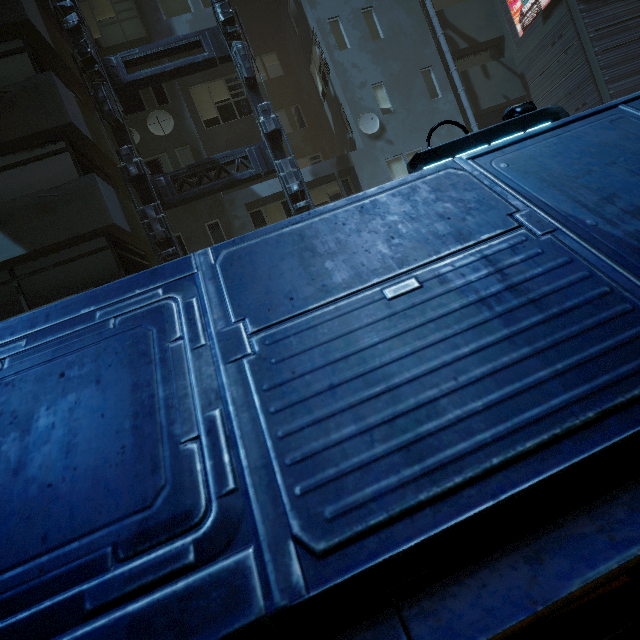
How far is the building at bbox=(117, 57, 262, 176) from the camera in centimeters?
1200cm

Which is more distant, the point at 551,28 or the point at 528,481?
the point at 551,28

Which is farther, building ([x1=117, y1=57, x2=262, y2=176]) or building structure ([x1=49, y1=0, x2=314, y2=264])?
building ([x1=117, y1=57, x2=262, y2=176])

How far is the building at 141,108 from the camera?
12.00m

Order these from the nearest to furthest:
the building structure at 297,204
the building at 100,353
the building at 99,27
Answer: the building at 100,353 < the building structure at 297,204 < the building at 99,27

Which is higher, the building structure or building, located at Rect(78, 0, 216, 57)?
building, located at Rect(78, 0, 216, 57)

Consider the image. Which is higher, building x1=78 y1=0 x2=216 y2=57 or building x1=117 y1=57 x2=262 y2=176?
building x1=78 y1=0 x2=216 y2=57
